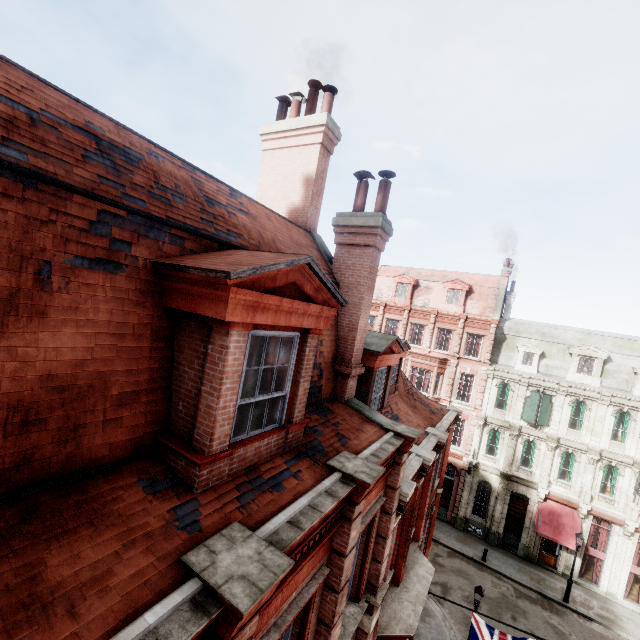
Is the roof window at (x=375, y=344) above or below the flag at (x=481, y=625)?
above

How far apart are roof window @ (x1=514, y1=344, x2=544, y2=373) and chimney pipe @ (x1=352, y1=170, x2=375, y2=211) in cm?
2518

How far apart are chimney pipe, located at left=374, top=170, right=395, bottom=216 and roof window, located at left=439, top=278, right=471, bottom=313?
24.82m

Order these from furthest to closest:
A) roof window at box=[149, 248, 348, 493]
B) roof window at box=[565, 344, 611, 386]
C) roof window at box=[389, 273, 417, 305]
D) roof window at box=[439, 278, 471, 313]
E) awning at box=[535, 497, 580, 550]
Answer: roof window at box=[389, 273, 417, 305] → roof window at box=[439, 278, 471, 313] → roof window at box=[565, 344, 611, 386] → awning at box=[535, 497, 580, 550] → roof window at box=[149, 248, 348, 493]

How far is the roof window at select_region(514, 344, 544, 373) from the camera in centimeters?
2644cm

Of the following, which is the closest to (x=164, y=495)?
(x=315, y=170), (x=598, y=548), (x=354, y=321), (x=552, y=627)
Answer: (x=354, y=321)

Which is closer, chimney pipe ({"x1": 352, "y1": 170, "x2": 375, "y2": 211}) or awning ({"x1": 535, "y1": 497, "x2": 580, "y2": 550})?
chimney pipe ({"x1": 352, "y1": 170, "x2": 375, "y2": 211})

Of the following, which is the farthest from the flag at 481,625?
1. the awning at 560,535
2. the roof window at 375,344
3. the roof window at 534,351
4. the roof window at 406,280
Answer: the roof window at 406,280
